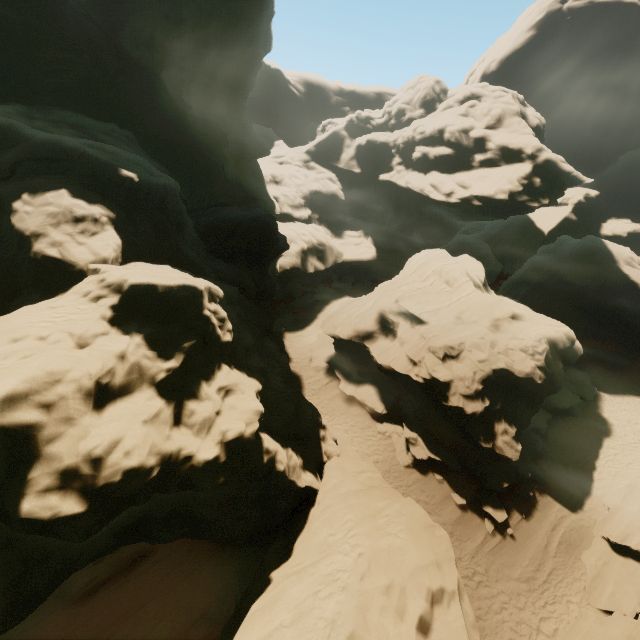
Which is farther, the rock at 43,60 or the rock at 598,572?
the rock at 598,572

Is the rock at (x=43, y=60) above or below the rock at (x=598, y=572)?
above

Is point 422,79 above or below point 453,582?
above

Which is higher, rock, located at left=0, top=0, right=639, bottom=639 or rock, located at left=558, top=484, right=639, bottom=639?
rock, located at left=0, top=0, right=639, bottom=639

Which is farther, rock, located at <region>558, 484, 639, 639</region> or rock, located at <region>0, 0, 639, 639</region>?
rock, located at <region>558, 484, 639, 639</region>
